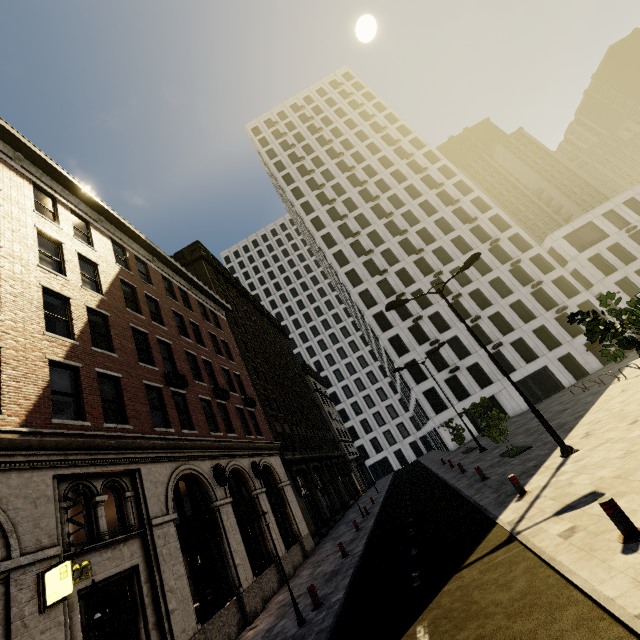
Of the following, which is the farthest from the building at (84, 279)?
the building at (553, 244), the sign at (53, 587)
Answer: the building at (553, 244)

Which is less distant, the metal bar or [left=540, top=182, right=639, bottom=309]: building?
the metal bar

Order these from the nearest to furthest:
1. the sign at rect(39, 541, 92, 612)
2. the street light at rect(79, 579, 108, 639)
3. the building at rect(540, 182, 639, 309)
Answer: the street light at rect(79, 579, 108, 639) < the sign at rect(39, 541, 92, 612) < the building at rect(540, 182, 639, 309)

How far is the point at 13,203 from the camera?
11.9 meters

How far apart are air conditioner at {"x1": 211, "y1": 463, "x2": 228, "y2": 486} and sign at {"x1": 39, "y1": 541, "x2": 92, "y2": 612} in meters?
7.5

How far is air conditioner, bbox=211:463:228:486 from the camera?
14.1m

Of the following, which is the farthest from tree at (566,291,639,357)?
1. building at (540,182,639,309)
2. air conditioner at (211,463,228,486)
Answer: building at (540,182,639,309)

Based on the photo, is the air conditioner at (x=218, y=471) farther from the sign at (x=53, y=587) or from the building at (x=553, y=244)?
the building at (x=553, y=244)
